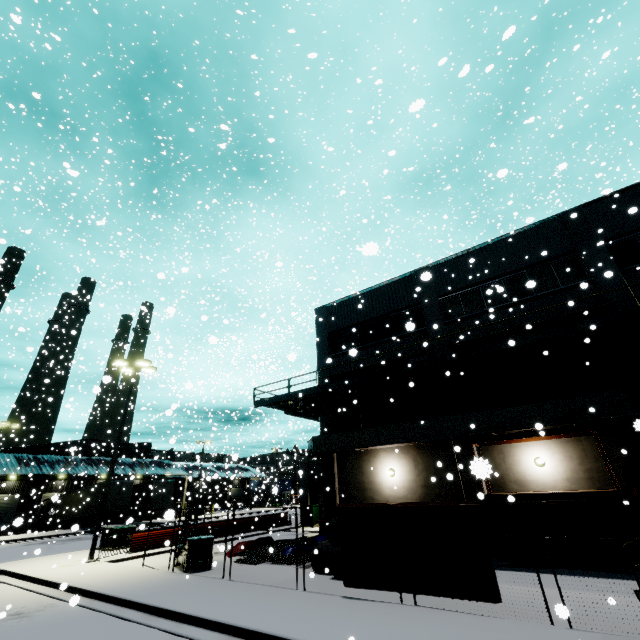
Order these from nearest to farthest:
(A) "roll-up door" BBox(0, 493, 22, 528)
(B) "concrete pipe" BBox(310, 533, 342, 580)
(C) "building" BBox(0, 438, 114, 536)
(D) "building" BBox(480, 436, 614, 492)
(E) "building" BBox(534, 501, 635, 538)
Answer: (B) "concrete pipe" BBox(310, 533, 342, 580)
(E) "building" BBox(534, 501, 635, 538)
(D) "building" BBox(480, 436, 614, 492)
(C) "building" BBox(0, 438, 114, 536)
(A) "roll-up door" BBox(0, 493, 22, 528)

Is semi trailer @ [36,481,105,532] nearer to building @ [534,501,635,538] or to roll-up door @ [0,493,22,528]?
building @ [534,501,635,538]

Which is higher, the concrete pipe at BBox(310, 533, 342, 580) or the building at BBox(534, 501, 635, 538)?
the building at BBox(534, 501, 635, 538)

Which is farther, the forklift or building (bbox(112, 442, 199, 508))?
building (bbox(112, 442, 199, 508))

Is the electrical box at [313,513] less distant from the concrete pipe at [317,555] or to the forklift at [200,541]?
the concrete pipe at [317,555]

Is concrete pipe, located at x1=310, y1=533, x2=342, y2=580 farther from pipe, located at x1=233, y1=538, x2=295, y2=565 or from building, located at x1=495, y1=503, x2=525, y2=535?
pipe, located at x1=233, y1=538, x2=295, y2=565

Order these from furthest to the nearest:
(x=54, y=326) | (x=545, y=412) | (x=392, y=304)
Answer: (x=392, y=304) < (x=54, y=326) < (x=545, y=412)

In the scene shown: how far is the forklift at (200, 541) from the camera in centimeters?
1295cm
